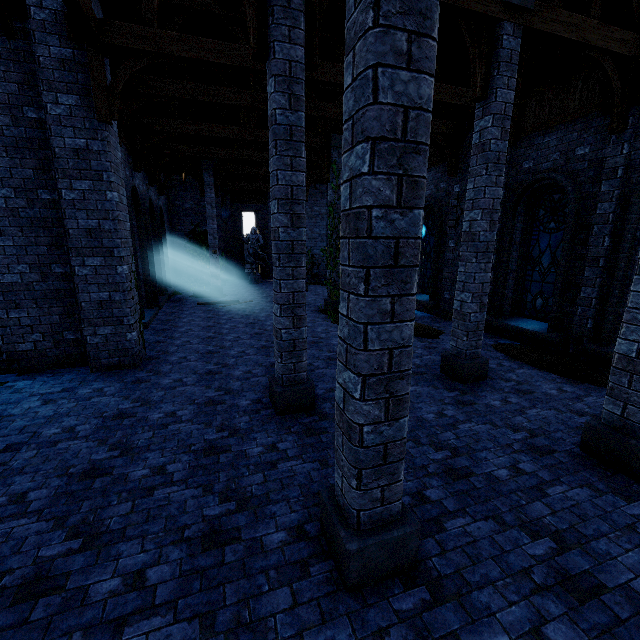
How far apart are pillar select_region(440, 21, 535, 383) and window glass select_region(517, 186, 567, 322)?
3.48m

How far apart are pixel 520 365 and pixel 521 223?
4.4 meters

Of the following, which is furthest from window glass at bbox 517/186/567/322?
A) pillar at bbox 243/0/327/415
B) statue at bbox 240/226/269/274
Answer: statue at bbox 240/226/269/274

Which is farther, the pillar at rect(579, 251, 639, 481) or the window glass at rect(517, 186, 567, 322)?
the window glass at rect(517, 186, 567, 322)

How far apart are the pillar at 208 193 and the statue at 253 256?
5.15m

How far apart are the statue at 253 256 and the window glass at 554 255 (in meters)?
17.51

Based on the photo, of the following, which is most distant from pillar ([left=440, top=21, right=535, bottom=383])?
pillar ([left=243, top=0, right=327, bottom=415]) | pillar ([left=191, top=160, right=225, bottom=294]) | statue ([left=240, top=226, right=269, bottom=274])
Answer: statue ([left=240, top=226, right=269, bottom=274])

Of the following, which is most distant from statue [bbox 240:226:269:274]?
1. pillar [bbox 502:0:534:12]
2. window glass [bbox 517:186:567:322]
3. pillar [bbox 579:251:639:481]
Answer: pillar [bbox 579:251:639:481]
